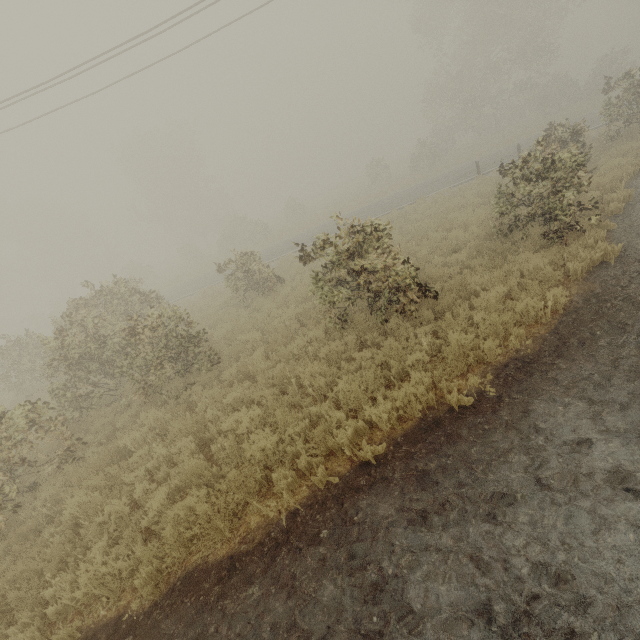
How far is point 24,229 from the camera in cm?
4628

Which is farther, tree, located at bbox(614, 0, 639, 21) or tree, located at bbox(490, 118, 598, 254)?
tree, located at bbox(614, 0, 639, 21)

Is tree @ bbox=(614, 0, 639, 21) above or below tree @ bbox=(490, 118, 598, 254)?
above

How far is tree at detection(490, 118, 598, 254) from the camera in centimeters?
778cm

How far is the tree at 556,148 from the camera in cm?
778

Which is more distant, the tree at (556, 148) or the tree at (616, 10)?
the tree at (616, 10)
